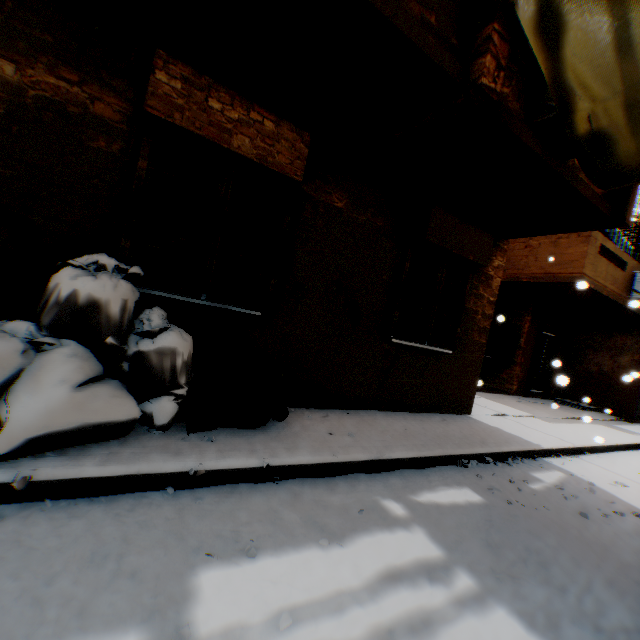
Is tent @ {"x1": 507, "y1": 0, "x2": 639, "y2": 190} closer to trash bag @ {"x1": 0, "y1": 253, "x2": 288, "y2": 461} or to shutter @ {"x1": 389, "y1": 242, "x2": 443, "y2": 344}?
trash bag @ {"x1": 0, "y1": 253, "x2": 288, "y2": 461}

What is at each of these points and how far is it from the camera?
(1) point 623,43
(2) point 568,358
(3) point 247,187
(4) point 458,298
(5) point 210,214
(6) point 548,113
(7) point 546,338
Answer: (1) tent, 2.63m
(2) building, 12.85m
(3) shutter, 3.61m
(4) shutter, 5.80m
(5) shutter, 3.47m
(6) air conditioner, 3.55m
(7) door, 12.16m

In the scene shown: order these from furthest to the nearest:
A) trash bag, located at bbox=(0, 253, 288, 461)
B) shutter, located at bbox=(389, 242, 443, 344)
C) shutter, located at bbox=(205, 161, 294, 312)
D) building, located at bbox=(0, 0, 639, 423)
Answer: shutter, located at bbox=(389, 242, 443, 344) → shutter, located at bbox=(205, 161, 294, 312) → building, located at bbox=(0, 0, 639, 423) → trash bag, located at bbox=(0, 253, 288, 461)

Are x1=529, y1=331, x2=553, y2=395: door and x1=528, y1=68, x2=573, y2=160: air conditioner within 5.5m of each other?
no

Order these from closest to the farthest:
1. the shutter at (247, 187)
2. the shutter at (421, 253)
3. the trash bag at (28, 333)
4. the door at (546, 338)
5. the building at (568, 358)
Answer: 1. the trash bag at (28, 333)
2. the building at (568, 358)
3. the shutter at (247, 187)
4. the shutter at (421, 253)
5. the door at (546, 338)

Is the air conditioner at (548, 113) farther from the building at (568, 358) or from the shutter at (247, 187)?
the shutter at (247, 187)

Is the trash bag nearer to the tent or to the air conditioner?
the tent

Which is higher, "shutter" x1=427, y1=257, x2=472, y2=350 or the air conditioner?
the air conditioner
